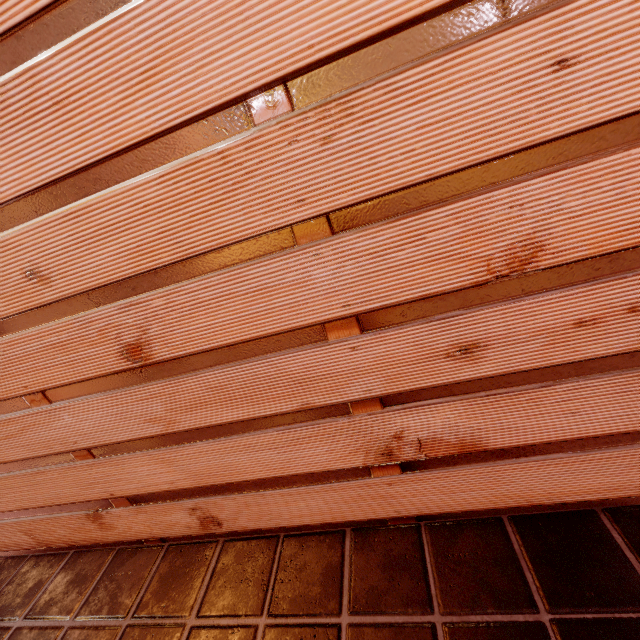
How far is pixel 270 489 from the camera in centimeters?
262cm
